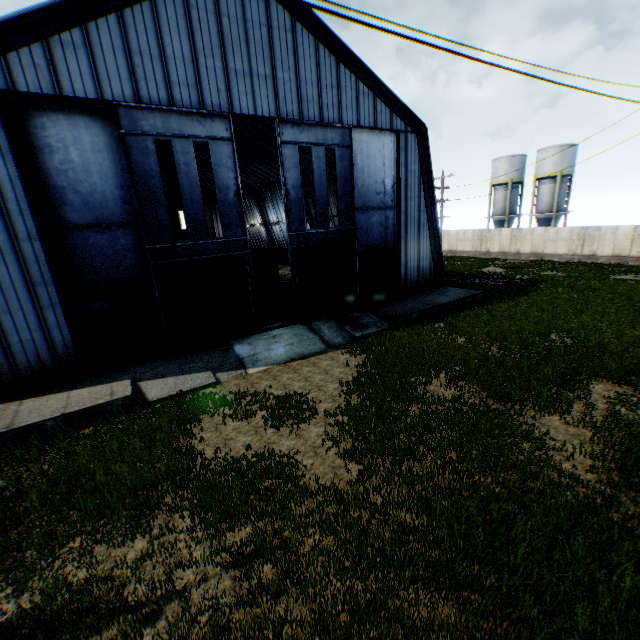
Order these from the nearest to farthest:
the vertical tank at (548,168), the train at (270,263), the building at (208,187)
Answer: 1. the train at (270,263)
2. the building at (208,187)
3. the vertical tank at (548,168)

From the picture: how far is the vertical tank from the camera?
38.1 meters

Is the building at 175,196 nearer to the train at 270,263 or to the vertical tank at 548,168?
the train at 270,263

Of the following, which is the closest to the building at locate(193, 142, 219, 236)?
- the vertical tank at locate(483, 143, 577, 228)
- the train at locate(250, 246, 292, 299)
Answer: the train at locate(250, 246, 292, 299)

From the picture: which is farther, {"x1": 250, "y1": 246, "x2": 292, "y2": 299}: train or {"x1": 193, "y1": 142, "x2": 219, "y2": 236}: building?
{"x1": 193, "y1": 142, "x2": 219, "y2": 236}: building

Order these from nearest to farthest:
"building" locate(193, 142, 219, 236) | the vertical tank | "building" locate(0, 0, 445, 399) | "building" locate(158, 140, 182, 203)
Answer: "building" locate(0, 0, 445, 399) < "building" locate(193, 142, 219, 236) < the vertical tank < "building" locate(158, 140, 182, 203)

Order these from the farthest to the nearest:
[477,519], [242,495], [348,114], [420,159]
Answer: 1. [420,159]
2. [348,114]
3. [242,495]
4. [477,519]

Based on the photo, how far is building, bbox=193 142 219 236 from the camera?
37.5m
